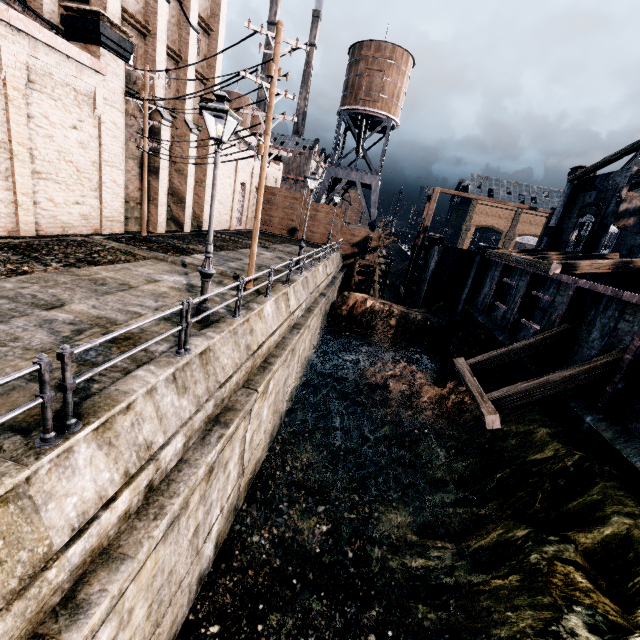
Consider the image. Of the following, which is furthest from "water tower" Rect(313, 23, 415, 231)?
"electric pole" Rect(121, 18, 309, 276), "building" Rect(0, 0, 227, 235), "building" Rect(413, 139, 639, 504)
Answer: "electric pole" Rect(121, 18, 309, 276)

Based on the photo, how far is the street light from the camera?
7.5 meters

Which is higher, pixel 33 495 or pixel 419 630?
pixel 33 495

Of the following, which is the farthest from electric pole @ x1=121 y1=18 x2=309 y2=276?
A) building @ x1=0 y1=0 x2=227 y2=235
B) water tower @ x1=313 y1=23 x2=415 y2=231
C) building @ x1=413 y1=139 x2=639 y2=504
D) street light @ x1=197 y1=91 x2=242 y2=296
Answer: water tower @ x1=313 y1=23 x2=415 y2=231

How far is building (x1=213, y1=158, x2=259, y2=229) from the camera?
30.3 meters

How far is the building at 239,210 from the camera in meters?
30.3

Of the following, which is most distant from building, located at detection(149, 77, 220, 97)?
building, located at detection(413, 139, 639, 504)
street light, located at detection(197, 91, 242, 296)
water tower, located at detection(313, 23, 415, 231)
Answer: building, located at detection(413, 139, 639, 504)
